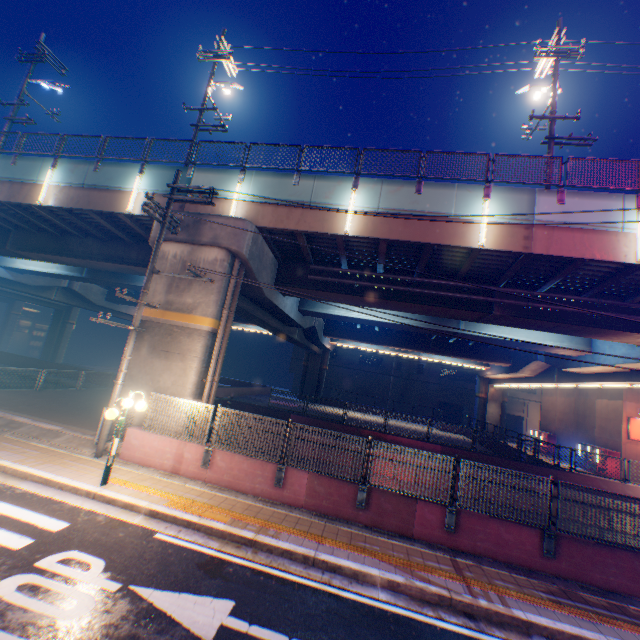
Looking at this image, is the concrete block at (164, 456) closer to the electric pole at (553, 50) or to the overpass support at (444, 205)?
the overpass support at (444, 205)

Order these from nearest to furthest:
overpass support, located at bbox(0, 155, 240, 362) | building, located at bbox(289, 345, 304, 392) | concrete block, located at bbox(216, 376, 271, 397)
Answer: overpass support, located at bbox(0, 155, 240, 362) < concrete block, located at bbox(216, 376, 271, 397) < building, located at bbox(289, 345, 304, 392)

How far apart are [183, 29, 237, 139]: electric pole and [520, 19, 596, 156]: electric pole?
13.92m

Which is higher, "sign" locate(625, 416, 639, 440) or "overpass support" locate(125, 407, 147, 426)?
"sign" locate(625, 416, 639, 440)

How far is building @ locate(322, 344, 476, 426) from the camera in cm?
4941

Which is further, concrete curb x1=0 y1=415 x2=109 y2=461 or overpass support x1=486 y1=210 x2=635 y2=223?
overpass support x1=486 y1=210 x2=635 y2=223

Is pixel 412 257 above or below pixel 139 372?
above

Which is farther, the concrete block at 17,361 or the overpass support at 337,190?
the concrete block at 17,361
